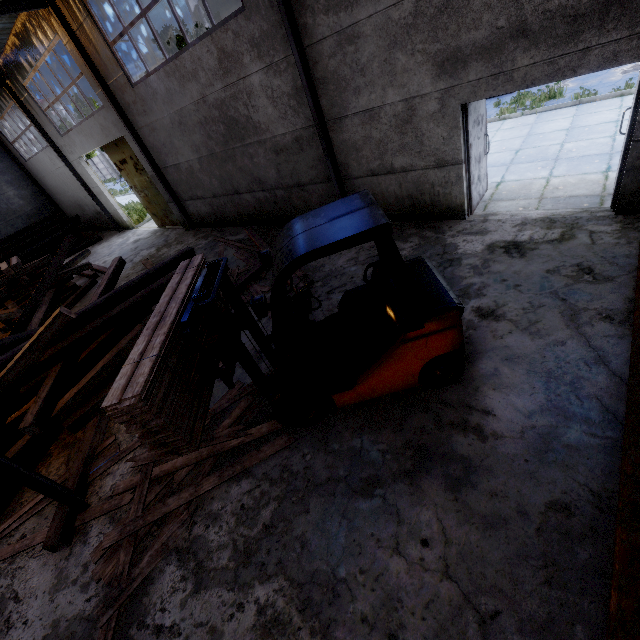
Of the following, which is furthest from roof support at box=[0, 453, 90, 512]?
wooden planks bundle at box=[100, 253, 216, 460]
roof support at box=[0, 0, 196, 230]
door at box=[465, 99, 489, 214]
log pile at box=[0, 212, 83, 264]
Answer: log pile at box=[0, 212, 83, 264]

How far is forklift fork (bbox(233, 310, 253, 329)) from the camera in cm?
430

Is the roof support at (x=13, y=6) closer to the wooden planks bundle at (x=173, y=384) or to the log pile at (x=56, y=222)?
the wooden planks bundle at (x=173, y=384)

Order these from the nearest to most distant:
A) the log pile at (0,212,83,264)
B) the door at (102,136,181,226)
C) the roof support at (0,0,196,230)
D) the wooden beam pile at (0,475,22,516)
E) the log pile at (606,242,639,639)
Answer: the log pile at (606,242,639,639), the wooden beam pile at (0,475,22,516), the roof support at (0,0,196,230), the door at (102,136,181,226), the log pile at (0,212,83,264)

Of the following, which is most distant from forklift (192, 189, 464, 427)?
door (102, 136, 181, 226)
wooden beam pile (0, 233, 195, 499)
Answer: door (102, 136, 181, 226)

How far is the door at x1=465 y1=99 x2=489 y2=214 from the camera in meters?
6.0

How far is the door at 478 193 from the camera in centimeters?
602cm

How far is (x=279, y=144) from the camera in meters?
8.3
